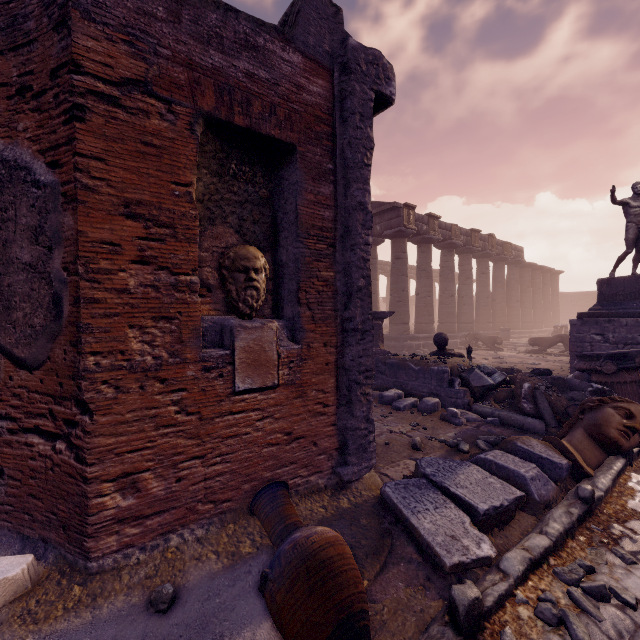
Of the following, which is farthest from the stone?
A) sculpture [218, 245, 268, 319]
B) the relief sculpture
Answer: the relief sculpture

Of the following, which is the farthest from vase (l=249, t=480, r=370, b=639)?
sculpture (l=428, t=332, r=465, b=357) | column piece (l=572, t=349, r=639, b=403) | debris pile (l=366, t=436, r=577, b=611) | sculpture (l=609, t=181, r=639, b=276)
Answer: sculpture (l=609, t=181, r=639, b=276)

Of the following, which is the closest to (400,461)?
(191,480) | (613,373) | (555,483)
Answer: (555,483)

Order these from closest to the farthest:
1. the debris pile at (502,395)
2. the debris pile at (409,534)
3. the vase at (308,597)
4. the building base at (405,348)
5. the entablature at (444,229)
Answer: the vase at (308,597), the debris pile at (409,534), the debris pile at (502,395), the building base at (405,348), the entablature at (444,229)

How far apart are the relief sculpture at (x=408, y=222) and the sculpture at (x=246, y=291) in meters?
14.3

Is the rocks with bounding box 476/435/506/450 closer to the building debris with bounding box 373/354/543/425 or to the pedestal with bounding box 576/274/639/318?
the building debris with bounding box 373/354/543/425

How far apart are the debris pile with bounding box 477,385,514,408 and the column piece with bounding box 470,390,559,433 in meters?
0.0

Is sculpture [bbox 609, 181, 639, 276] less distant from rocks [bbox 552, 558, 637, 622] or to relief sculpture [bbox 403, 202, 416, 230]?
relief sculpture [bbox 403, 202, 416, 230]
